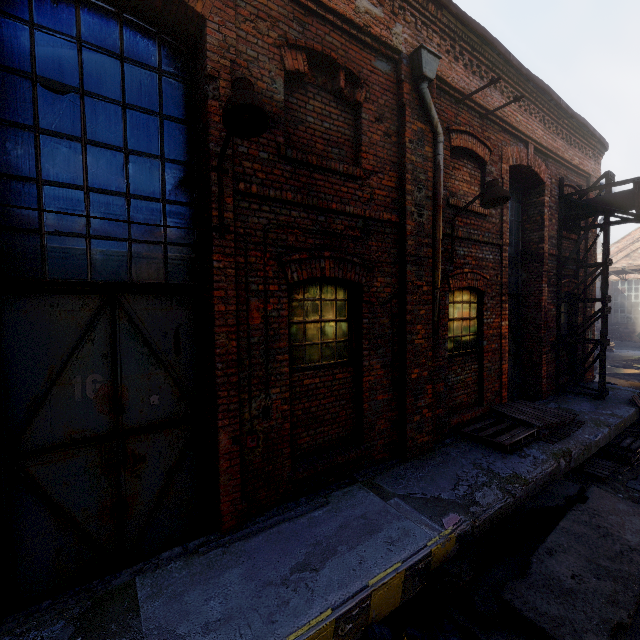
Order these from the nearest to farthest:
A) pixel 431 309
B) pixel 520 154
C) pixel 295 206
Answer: pixel 295 206 → pixel 431 309 → pixel 520 154

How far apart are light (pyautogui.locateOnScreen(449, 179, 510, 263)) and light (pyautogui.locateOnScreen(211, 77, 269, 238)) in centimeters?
387cm

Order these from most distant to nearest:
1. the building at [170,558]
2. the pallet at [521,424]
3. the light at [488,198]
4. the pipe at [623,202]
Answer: the pipe at [623,202] < the pallet at [521,424] < the light at [488,198] < the building at [170,558]

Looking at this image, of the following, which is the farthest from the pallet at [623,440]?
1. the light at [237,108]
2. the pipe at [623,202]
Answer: the light at [237,108]

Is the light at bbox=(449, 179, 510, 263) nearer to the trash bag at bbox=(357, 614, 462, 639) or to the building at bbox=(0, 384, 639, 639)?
the building at bbox=(0, 384, 639, 639)

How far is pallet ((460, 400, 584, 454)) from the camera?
5.8 meters

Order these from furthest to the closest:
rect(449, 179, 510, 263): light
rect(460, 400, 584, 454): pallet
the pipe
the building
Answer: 1. the pipe
2. rect(460, 400, 584, 454): pallet
3. rect(449, 179, 510, 263): light
4. the building

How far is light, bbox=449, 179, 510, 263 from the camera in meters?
5.1
